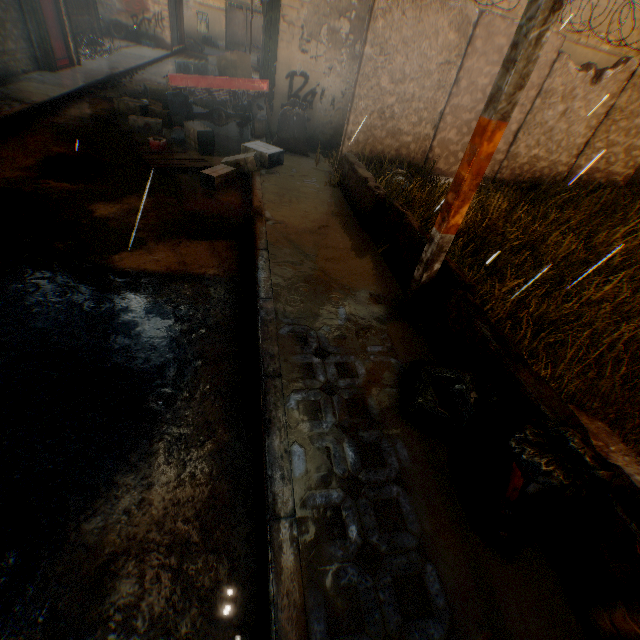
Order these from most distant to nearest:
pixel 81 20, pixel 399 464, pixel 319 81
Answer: pixel 81 20
pixel 319 81
pixel 399 464

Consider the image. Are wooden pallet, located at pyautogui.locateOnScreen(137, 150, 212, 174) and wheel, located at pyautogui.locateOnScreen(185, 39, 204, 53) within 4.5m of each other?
no

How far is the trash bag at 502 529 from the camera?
1.86m

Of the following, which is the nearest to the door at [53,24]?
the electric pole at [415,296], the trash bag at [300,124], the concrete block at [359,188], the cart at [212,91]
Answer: the electric pole at [415,296]

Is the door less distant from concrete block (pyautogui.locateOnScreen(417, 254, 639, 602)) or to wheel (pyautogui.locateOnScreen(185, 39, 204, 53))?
concrete block (pyautogui.locateOnScreen(417, 254, 639, 602))

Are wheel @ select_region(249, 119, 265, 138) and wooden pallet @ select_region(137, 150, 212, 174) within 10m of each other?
yes

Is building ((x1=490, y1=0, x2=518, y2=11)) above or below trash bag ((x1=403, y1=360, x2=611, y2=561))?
above

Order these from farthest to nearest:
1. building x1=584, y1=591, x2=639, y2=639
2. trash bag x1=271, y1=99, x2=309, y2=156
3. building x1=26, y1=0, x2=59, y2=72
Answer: building x1=26, y1=0, x2=59, y2=72 < trash bag x1=271, y1=99, x2=309, y2=156 < building x1=584, y1=591, x2=639, y2=639
